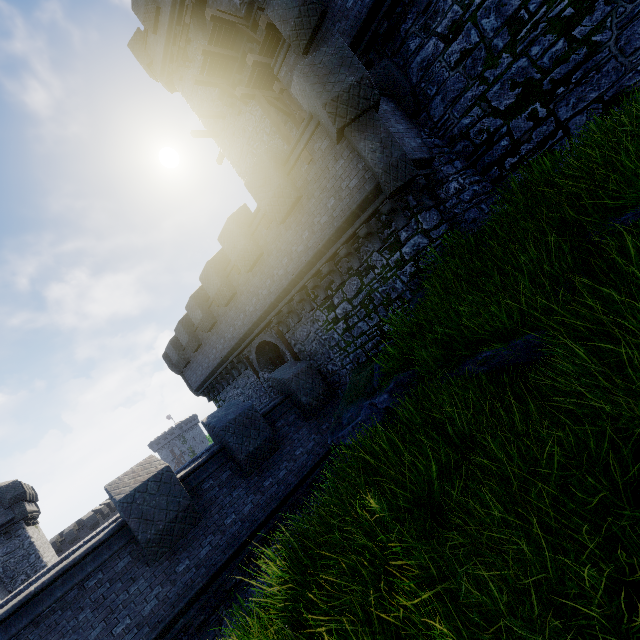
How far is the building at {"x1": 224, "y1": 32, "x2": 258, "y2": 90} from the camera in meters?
14.7

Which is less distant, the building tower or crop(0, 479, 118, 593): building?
the building tower

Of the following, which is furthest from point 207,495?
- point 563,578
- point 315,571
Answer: point 563,578

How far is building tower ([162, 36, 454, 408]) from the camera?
8.1 meters

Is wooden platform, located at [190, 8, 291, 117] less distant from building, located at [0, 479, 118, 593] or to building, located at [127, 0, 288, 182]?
building, located at [127, 0, 288, 182]

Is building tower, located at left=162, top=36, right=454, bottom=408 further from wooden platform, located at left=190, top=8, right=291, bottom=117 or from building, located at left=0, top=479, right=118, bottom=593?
building, located at left=0, top=479, right=118, bottom=593

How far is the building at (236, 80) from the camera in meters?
14.7 m

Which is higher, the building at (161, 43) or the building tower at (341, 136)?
the building at (161, 43)
